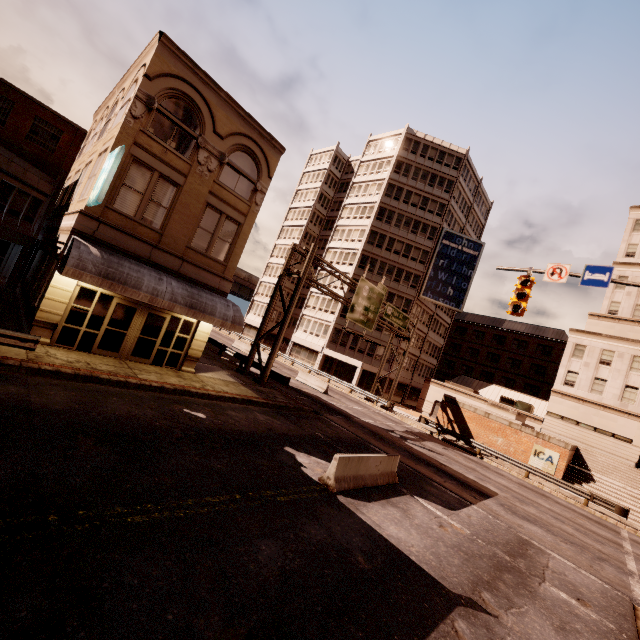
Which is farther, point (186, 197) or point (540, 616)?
point (186, 197)

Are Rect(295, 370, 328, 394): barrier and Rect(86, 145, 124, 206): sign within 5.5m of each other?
no

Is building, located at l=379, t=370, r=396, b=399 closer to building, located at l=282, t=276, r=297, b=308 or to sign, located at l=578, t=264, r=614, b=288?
building, located at l=282, t=276, r=297, b=308

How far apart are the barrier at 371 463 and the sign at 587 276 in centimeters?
902cm

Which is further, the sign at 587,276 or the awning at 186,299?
the awning at 186,299

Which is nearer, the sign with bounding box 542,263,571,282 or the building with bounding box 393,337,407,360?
the sign with bounding box 542,263,571,282

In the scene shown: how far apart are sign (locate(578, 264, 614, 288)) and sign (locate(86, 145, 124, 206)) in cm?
1690

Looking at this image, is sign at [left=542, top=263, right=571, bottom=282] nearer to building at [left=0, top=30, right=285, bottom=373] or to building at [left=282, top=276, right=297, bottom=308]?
building at [left=0, top=30, right=285, bottom=373]
